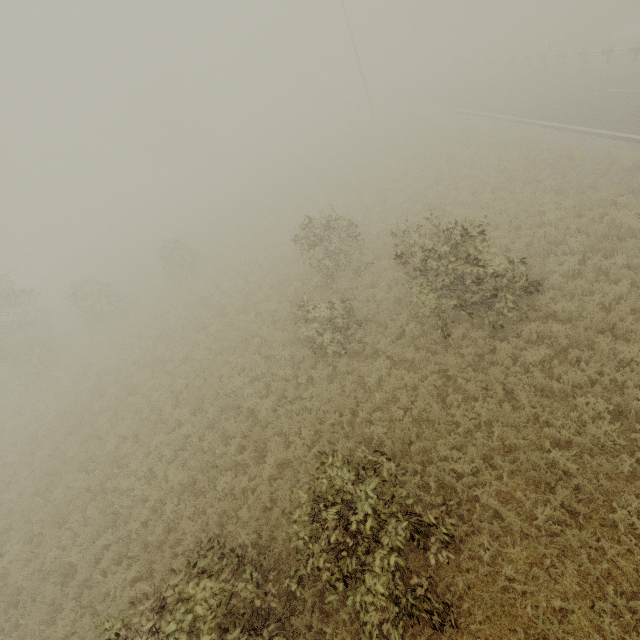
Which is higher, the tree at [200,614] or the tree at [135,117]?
the tree at [135,117]

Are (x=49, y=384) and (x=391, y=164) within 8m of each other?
no

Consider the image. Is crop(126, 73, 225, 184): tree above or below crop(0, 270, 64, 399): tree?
above

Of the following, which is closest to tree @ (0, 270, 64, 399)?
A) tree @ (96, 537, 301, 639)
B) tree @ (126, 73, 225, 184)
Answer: tree @ (96, 537, 301, 639)

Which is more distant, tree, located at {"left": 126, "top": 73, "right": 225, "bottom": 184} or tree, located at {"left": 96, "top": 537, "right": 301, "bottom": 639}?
tree, located at {"left": 126, "top": 73, "right": 225, "bottom": 184}

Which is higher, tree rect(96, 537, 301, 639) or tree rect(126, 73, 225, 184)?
tree rect(126, 73, 225, 184)

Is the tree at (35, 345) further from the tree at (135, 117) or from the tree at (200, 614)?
the tree at (135, 117)
